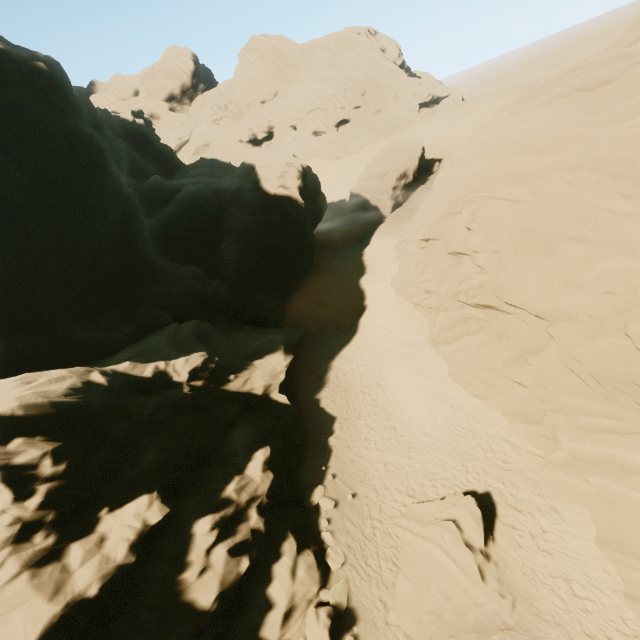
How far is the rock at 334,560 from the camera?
12.6m

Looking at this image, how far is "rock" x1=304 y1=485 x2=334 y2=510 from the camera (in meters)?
14.59

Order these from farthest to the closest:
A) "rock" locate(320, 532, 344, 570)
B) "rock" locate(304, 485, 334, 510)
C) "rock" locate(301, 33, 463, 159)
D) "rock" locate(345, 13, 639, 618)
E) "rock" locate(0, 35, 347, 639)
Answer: "rock" locate(301, 33, 463, 159), "rock" locate(304, 485, 334, 510), "rock" locate(320, 532, 344, 570), "rock" locate(345, 13, 639, 618), "rock" locate(0, 35, 347, 639)

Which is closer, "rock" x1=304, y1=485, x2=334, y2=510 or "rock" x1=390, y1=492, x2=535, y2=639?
"rock" x1=390, y1=492, x2=535, y2=639

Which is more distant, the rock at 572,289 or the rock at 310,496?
the rock at 310,496

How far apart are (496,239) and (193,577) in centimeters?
1687cm
